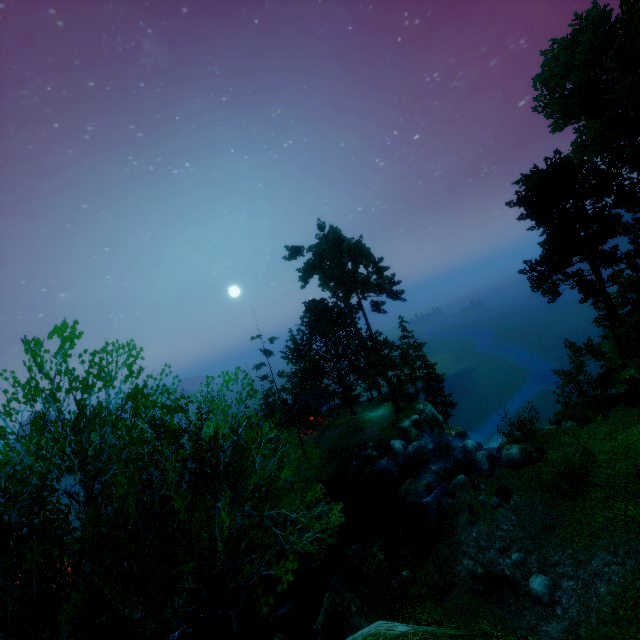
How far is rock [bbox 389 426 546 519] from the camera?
19.3m

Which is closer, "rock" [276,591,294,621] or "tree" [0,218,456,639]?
"tree" [0,218,456,639]

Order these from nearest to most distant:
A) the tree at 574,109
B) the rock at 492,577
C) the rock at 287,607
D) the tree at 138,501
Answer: the tree at 138,501 → the rock at 492,577 → the tree at 574,109 → the rock at 287,607

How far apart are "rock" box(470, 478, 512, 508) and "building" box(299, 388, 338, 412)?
23.0m

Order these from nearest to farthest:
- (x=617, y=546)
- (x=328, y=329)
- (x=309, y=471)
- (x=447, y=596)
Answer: (x=617, y=546) < (x=447, y=596) < (x=309, y=471) < (x=328, y=329)

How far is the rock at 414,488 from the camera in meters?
19.3 m

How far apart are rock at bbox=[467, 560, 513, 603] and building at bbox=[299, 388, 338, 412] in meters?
25.5

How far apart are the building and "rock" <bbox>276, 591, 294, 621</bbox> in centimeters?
2074cm
